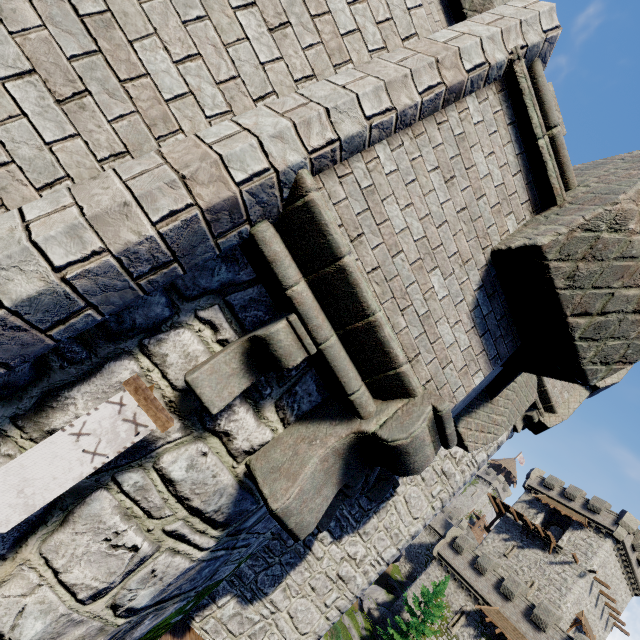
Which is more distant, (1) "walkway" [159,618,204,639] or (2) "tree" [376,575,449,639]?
(2) "tree" [376,575,449,639]

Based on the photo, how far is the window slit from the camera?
30.7m

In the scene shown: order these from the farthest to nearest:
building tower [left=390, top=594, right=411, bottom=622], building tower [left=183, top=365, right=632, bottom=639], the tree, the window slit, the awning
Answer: building tower [left=390, top=594, right=411, bottom=622], the window slit, the tree, the awning, building tower [left=183, top=365, right=632, bottom=639]

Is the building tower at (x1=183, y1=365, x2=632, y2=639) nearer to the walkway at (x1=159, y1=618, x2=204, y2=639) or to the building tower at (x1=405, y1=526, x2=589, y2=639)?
the walkway at (x1=159, y1=618, x2=204, y2=639)

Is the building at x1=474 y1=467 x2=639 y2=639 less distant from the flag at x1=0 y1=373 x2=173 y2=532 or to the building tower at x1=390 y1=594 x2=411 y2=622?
the building tower at x1=390 y1=594 x2=411 y2=622

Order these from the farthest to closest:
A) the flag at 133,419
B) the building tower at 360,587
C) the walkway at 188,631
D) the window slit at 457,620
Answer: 1. the window slit at 457,620
2. the building tower at 360,587
3. the walkway at 188,631
4. the flag at 133,419

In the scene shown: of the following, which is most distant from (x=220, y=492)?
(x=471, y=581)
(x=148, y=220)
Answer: (x=471, y=581)

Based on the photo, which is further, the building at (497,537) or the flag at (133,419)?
the building at (497,537)
